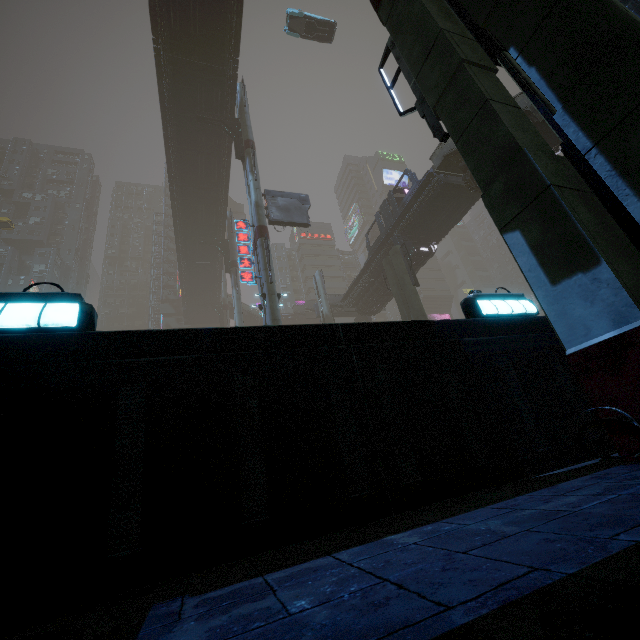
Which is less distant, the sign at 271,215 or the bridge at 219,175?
the bridge at 219,175

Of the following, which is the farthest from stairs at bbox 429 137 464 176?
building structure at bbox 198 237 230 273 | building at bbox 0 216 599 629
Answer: building structure at bbox 198 237 230 273

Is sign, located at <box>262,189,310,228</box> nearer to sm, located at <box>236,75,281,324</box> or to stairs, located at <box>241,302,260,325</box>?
sm, located at <box>236,75,281,324</box>

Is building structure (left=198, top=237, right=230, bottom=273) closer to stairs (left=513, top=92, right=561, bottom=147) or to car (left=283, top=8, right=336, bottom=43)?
car (left=283, top=8, right=336, bottom=43)

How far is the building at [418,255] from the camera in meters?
27.9 m

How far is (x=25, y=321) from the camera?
2.8m

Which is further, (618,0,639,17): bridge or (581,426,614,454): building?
(618,0,639,17): bridge

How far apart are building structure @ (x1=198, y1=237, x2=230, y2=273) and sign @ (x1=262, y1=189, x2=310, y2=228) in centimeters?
1476cm
